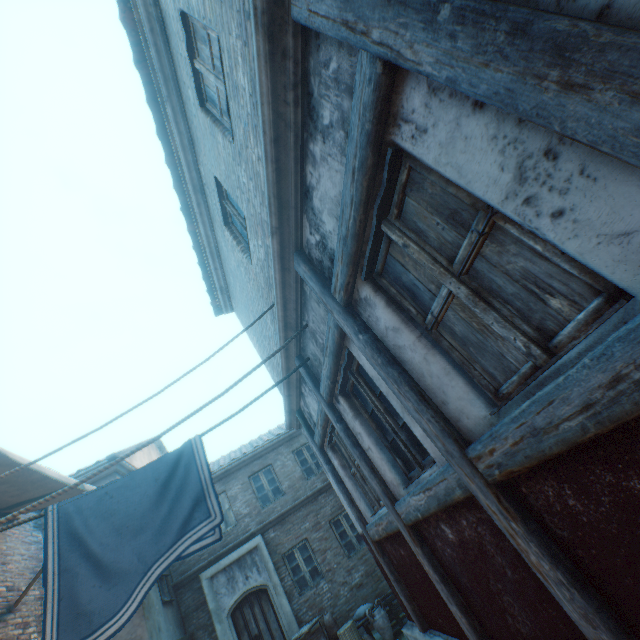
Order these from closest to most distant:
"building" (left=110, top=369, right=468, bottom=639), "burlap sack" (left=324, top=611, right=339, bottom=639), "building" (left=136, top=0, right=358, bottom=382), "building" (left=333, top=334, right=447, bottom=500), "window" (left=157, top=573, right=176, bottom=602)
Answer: "building" (left=136, top=0, right=358, bottom=382) → "building" (left=333, top=334, right=447, bottom=500) → "building" (left=110, top=369, right=468, bottom=639) → "burlap sack" (left=324, top=611, right=339, bottom=639) → "window" (left=157, top=573, right=176, bottom=602)

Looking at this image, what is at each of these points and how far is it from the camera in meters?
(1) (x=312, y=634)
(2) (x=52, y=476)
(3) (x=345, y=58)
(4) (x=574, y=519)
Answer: (1) wooden crate, 8.3
(2) awning, 5.7
(3) building, 1.8
(4) building, 1.6

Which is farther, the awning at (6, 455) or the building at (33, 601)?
the building at (33, 601)

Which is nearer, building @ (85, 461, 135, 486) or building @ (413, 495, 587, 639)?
building @ (413, 495, 587, 639)

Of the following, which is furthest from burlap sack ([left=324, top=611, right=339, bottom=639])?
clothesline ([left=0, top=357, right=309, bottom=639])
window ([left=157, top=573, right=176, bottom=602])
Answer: clothesline ([left=0, top=357, right=309, bottom=639])

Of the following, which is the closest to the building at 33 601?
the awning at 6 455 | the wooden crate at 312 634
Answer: the awning at 6 455

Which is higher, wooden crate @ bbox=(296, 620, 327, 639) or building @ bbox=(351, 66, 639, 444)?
building @ bbox=(351, 66, 639, 444)

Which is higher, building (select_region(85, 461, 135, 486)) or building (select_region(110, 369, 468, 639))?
building (select_region(85, 461, 135, 486))
